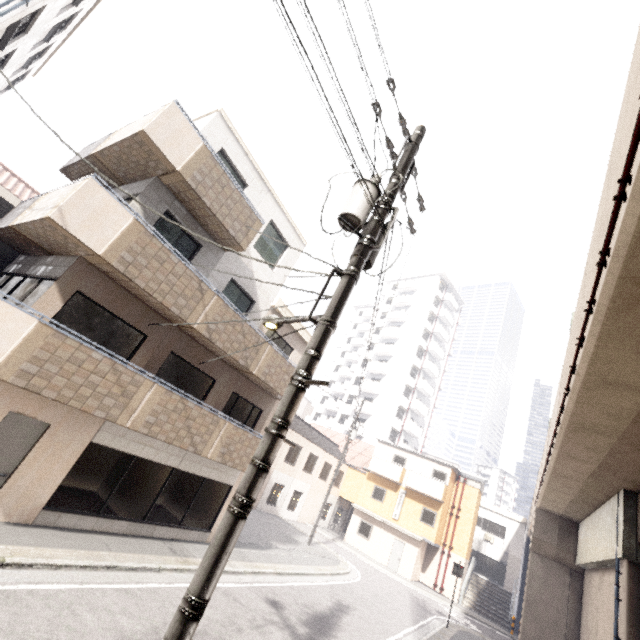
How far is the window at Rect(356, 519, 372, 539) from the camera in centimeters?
Result: 2728cm

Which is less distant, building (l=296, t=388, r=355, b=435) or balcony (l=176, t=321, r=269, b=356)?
balcony (l=176, t=321, r=269, b=356)

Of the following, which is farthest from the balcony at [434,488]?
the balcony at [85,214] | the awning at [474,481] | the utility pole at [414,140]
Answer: the utility pole at [414,140]

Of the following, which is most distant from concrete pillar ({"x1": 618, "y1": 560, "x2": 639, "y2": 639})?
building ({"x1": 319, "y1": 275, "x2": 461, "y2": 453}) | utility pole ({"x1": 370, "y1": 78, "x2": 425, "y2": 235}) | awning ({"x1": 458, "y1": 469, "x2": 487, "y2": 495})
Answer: building ({"x1": 319, "y1": 275, "x2": 461, "y2": 453})

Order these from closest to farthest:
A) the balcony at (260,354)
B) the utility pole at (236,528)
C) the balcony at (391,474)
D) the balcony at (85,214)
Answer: the utility pole at (236,528) < the balcony at (85,214) < the balcony at (260,354) < the balcony at (391,474)

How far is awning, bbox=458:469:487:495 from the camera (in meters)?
28.41

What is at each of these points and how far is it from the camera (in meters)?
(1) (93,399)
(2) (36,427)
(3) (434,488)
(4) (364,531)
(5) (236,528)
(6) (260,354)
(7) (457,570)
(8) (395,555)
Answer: (1) balcony, 7.38
(2) door, 7.44
(3) balcony, 26.23
(4) window, 27.52
(5) utility pole, 3.08
(6) balcony, 11.54
(7) sign, 17.34
(8) door, 25.77

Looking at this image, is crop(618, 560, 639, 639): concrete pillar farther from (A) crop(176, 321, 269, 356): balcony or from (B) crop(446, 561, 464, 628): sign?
(A) crop(176, 321, 269, 356): balcony
